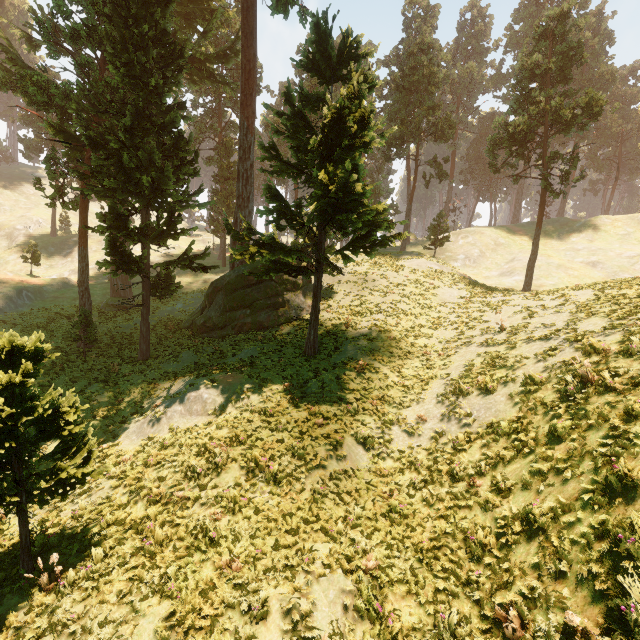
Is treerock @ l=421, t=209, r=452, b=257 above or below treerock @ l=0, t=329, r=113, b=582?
above

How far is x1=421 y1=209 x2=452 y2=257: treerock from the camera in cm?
3800

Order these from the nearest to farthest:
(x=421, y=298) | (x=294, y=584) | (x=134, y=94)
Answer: (x=294, y=584) < (x=134, y=94) < (x=421, y=298)

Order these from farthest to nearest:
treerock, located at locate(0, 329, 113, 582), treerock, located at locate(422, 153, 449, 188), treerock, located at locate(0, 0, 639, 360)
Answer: treerock, located at locate(422, 153, 449, 188) < treerock, located at locate(0, 0, 639, 360) < treerock, located at locate(0, 329, 113, 582)

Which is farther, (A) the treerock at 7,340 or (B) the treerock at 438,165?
(B) the treerock at 438,165

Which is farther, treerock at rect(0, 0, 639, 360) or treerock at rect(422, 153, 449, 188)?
treerock at rect(422, 153, 449, 188)
